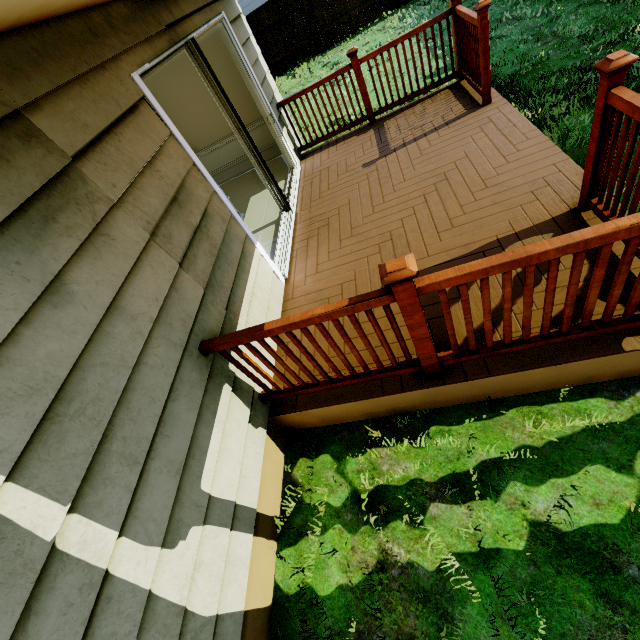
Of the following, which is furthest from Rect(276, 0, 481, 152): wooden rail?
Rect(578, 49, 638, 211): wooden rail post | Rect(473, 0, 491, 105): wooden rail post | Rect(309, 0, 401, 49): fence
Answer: Rect(309, 0, 401, 49): fence

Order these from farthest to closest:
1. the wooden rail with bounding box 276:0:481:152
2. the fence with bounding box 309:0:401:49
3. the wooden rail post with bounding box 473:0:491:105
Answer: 1. the fence with bounding box 309:0:401:49
2. the wooden rail with bounding box 276:0:481:152
3. the wooden rail post with bounding box 473:0:491:105

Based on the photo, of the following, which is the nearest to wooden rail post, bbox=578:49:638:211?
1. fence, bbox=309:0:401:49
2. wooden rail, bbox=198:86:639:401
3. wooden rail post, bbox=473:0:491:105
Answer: wooden rail, bbox=198:86:639:401

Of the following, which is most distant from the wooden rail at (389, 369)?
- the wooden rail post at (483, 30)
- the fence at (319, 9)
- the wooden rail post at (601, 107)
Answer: the fence at (319, 9)

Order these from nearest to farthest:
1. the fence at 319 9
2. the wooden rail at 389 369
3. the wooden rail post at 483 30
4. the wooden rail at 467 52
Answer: the wooden rail at 389 369, the wooden rail post at 483 30, the wooden rail at 467 52, the fence at 319 9

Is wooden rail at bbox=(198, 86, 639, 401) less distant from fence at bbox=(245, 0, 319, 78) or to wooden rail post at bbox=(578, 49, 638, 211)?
wooden rail post at bbox=(578, 49, 638, 211)

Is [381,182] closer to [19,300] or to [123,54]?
[123,54]

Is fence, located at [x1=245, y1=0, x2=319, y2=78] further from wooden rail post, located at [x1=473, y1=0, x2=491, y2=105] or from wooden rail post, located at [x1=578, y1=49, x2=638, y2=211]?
wooden rail post, located at [x1=578, y1=49, x2=638, y2=211]
